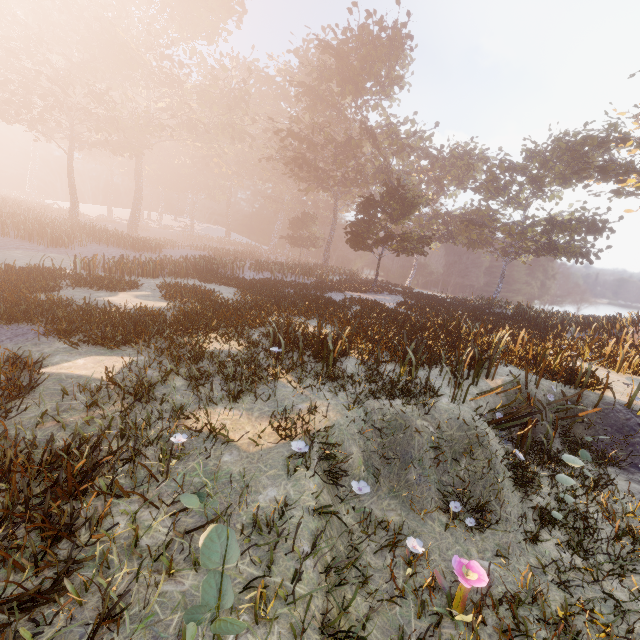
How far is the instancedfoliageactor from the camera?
5.0 meters

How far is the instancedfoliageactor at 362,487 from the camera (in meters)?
4.98

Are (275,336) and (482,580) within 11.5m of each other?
yes
